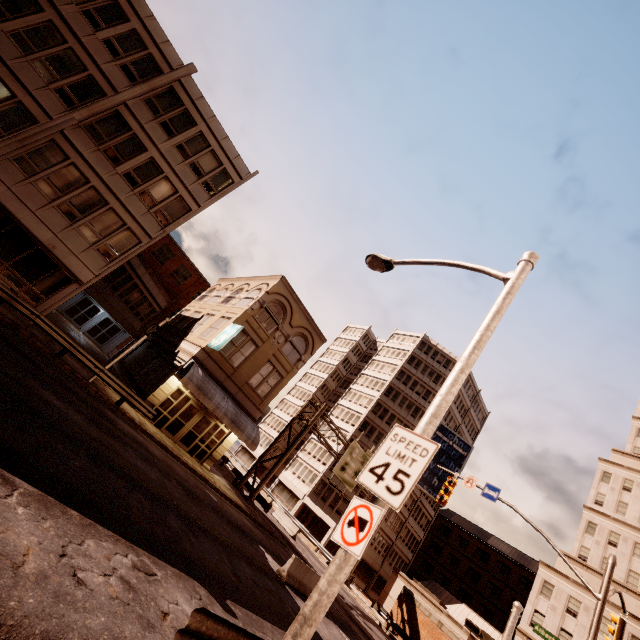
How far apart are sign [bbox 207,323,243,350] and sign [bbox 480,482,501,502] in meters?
16.9 m

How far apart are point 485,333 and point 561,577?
46.14m

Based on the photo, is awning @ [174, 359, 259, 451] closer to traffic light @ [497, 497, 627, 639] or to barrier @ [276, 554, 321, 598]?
barrier @ [276, 554, 321, 598]

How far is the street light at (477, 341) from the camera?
5.1 meters

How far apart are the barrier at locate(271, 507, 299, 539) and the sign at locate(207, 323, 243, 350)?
21.6 meters

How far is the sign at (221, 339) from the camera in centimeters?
2061cm

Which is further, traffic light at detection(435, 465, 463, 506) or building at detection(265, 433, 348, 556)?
building at detection(265, 433, 348, 556)

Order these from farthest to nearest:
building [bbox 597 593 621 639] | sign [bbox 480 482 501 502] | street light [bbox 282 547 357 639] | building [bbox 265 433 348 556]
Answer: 1. building [bbox 265 433 348 556]
2. building [bbox 597 593 621 639]
3. sign [bbox 480 482 501 502]
4. street light [bbox 282 547 357 639]
